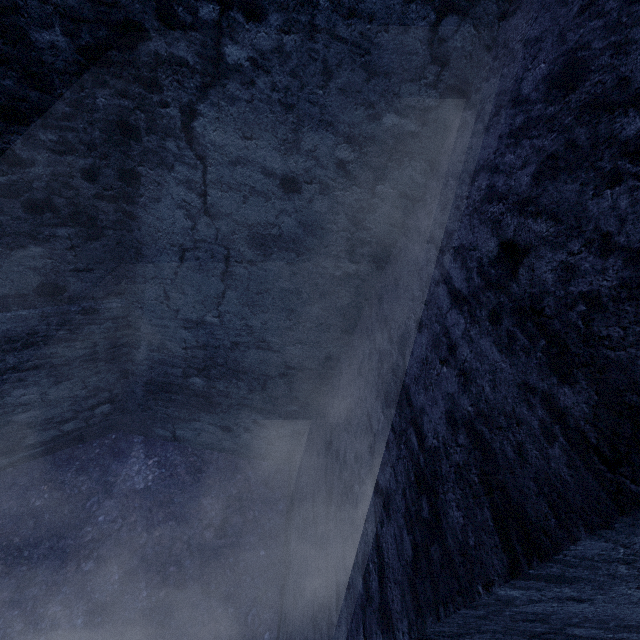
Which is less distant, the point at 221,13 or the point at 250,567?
the point at 221,13
